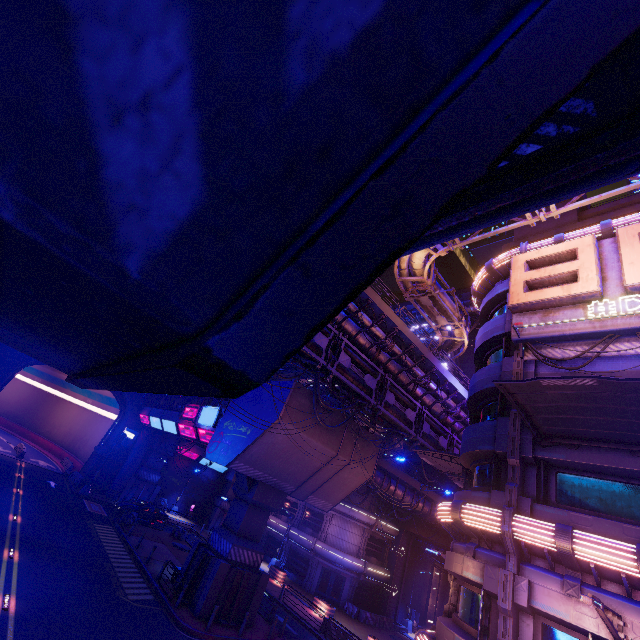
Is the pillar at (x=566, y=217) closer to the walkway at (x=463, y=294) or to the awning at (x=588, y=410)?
the awning at (x=588, y=410)

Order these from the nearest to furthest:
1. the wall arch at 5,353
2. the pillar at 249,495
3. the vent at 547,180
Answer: the vent at 547,180 < the pillar at 249,495 < the wall arch at 5,353

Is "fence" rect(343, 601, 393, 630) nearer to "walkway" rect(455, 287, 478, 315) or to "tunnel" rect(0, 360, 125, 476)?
"tunnel" rect(0, 360, 125, 476)

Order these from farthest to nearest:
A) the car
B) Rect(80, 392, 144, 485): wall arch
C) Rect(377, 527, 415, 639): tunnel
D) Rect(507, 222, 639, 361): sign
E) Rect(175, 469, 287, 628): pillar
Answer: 1. Rect(80, 392, 144, 485): wall arch
2. Rect(377, 527, 415, 639): tunnel
3. the car
4. Rect(175, 469, 287, 628): pillar
5. Rect(507, 222, 639, 361): sign

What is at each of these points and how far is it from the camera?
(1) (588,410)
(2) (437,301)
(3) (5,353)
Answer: (1) awning, 10.2m
(2) pipe, 26.0m
(3) wall arch, 35.2m

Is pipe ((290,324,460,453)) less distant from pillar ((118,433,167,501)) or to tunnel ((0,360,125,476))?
tunnel ((0,360,125,476))

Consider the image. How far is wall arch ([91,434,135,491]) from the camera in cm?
3859

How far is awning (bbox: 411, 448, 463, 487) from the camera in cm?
1941
